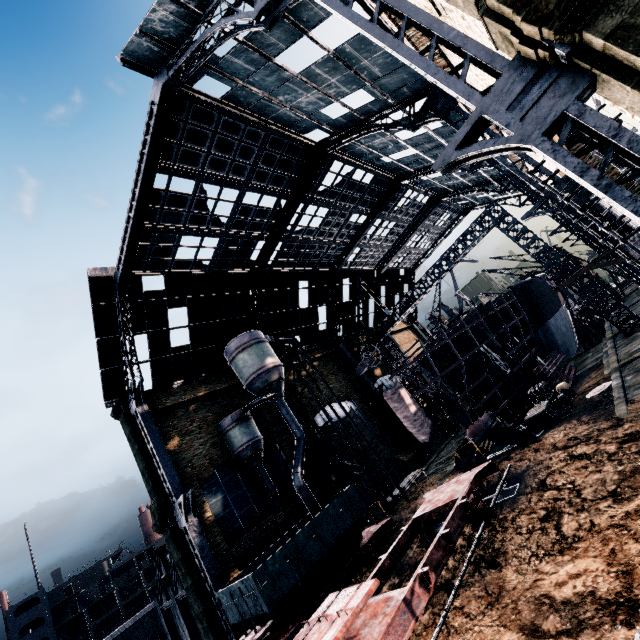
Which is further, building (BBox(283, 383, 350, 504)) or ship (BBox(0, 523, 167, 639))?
ship (BBox(0, 523, 167, 639))

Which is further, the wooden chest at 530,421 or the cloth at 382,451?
the cloth at 382,451

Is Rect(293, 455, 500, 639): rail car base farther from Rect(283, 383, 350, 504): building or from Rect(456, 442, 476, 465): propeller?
Rect(283, 383, 350, 504): building

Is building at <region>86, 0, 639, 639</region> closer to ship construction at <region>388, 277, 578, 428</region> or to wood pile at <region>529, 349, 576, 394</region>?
ship construction at <region>388, 277, 578, 428</region>

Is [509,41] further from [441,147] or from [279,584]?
[441,147]

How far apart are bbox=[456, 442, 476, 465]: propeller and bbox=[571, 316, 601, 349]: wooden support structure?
32.9m

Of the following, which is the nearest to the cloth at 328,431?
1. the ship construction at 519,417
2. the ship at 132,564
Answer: the ship construction at 519,417

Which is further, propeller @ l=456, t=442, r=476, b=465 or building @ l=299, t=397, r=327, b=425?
building @ l=299, t=397, r=327, b=425
